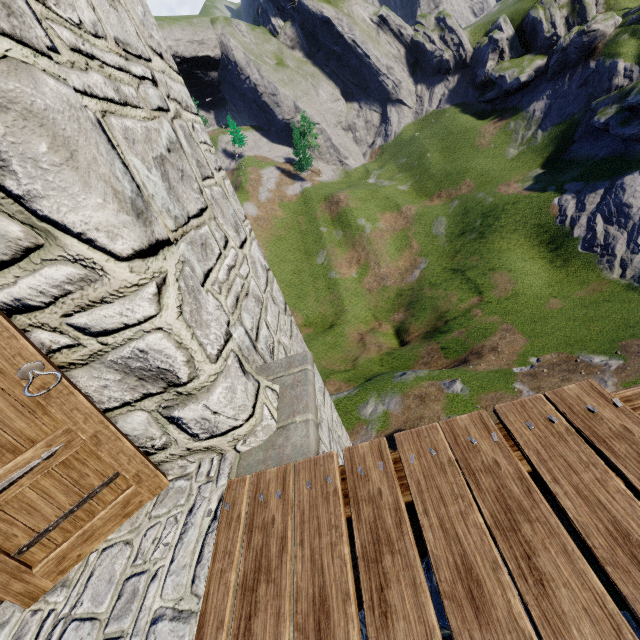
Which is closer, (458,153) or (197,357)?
(197,357)
